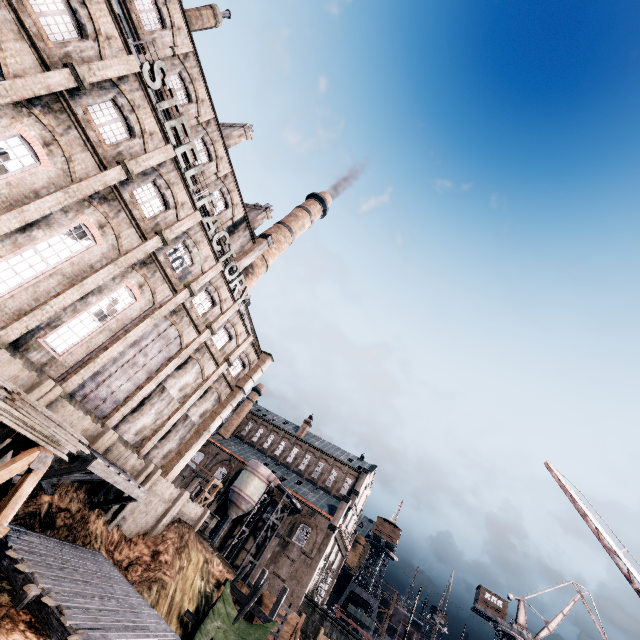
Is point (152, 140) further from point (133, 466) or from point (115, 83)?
point (133, 466)

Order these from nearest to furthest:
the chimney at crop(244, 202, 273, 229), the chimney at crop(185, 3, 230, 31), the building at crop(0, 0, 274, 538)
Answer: the building at crop(0, 0, 274, 538)
the chimney at crop(185, 3, 230, 31)
the chimney at crop(244, 202, 273, 229)

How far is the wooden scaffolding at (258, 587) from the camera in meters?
22.7 m

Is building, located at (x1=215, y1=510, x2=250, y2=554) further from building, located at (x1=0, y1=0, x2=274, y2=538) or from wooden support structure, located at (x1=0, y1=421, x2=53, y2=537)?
wooden support structure, located at (x1=0, y1=421, x2=53, y2=537)

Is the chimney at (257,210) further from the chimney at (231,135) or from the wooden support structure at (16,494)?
the wooden support structure at (16,494)

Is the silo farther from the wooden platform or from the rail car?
the wooden platform

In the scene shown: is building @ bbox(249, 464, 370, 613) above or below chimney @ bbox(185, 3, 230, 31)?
below

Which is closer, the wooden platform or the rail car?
the wooden platform
